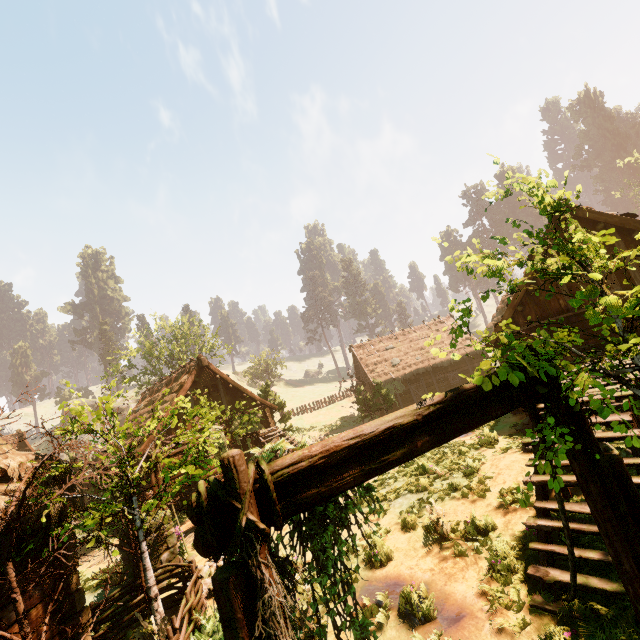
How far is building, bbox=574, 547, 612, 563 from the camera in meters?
4.4 m

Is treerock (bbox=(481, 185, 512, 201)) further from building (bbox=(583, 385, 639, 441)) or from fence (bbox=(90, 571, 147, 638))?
fence (bbox=(90, 571, 147, 638))

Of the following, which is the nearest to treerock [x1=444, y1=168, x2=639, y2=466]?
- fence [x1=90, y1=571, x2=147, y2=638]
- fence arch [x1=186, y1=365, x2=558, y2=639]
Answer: fence arch [x1=186, y1=365, x2=558, y2=639]

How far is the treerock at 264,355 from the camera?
26.52m

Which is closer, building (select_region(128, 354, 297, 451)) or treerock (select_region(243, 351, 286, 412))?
building (select_region(128, 354, 297, 451))

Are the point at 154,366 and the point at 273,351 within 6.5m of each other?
no
